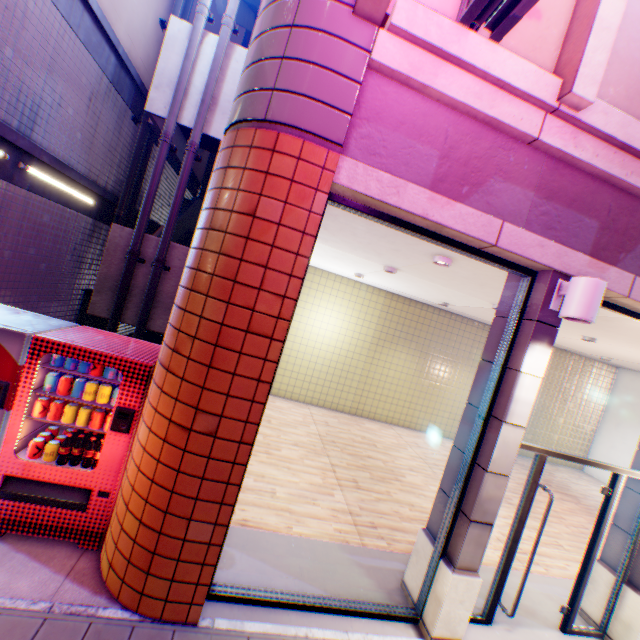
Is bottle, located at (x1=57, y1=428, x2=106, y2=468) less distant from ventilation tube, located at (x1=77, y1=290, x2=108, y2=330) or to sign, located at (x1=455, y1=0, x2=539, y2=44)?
sign, located at (x1=455, y1=0, x2=539, y2=44)

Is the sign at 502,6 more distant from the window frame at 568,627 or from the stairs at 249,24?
the stairs at 249,24

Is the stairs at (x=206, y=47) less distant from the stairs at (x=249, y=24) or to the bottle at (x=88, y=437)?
the stairs at (x=249, y=24)

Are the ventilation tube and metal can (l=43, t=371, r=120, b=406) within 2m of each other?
no

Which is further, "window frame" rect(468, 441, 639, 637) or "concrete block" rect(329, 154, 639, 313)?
"window frame" rect(468, 441, 639, 637)

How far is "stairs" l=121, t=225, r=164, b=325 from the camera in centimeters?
718cm

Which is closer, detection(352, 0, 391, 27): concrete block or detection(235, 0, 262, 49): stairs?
detection(352, 0, 391, 27): concrete block

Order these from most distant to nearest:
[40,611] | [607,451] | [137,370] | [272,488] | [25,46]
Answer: [607,451] < [272,488] < [25,46] < [137,370] < [40,611]
